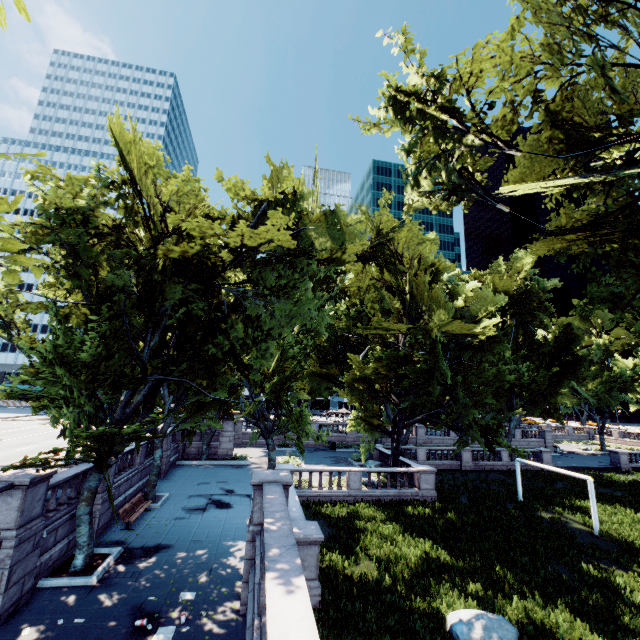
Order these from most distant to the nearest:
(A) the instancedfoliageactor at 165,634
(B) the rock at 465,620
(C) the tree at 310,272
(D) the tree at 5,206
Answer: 1. (C) the tree at 310,272
2. (B) the rock at 465,620
3. (A) the instancedfoliageactor at 165,634
4. (D) the tree at 5,206

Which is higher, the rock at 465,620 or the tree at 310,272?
the tree at 310,272

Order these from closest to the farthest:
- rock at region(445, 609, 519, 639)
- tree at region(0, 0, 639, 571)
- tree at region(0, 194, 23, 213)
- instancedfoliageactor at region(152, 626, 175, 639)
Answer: tree at region(0, 194, 23, 213), instancedfoliageactor at region(152, 626, 175, 639), rock at region(445, 609, 519, 639), tree at region(0, 0, 639, 571)

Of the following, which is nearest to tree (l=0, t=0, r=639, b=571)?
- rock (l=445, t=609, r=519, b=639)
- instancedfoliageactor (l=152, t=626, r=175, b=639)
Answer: instancedfoliageactor (l=152, t=626, r=175, b=639)

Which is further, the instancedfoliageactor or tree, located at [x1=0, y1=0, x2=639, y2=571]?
tree, located at [x1=0, y1=0, x2=639, y2=571]

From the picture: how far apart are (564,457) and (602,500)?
21.5m
